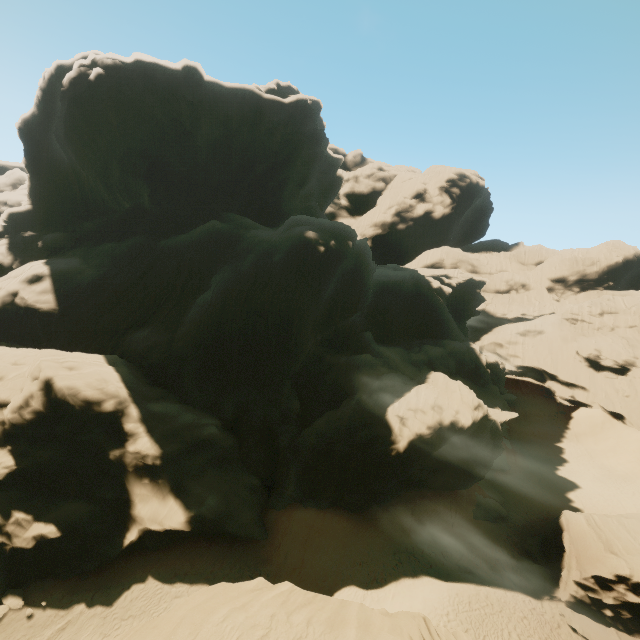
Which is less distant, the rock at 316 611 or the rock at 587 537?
the rock at 316 611

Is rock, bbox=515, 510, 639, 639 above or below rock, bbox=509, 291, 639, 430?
below

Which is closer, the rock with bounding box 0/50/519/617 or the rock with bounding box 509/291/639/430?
the rock with bounding box 0/50/519/617

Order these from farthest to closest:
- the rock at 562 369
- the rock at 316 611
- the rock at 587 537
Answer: the rock at 562 369 < the rock at 587 537 < the rock at 316 611

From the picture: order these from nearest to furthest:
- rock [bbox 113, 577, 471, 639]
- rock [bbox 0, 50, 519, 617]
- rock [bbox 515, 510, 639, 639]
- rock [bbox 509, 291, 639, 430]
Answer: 1. rock [bbox 113, 577, 471, 639]
2. rock [bbox 515, 510, 639, 639]
3. rock [bbox 0, 50, 519, 617]
4. rock [bbox 509, 291, 639, 430]

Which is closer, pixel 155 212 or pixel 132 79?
pixel 132 79
